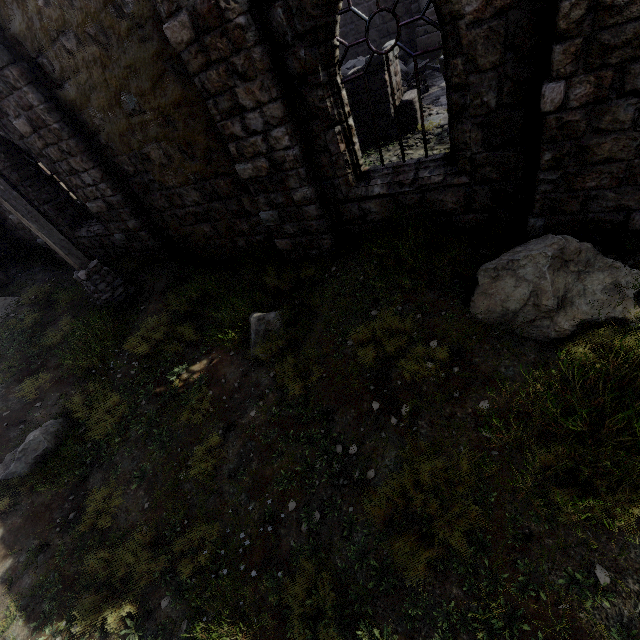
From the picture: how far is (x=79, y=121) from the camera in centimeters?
688cm

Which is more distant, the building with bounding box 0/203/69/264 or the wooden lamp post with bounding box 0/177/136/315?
the building with bounding box 0/203/69/264

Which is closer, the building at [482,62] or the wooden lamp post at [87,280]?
the building at [482,62]

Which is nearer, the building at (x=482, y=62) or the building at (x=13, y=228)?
the building at (x=482, y=62)

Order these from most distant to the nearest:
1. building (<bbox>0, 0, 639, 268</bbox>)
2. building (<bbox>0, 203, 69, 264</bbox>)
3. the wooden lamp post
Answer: building (<bbox>0, 203, 69, 264</bbox>) → the wooden lamp post → building (<bbox>0, 0, 639, 268</bbox>)

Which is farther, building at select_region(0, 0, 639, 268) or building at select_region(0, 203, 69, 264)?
building at select_region(0, 203, 69, 264)
